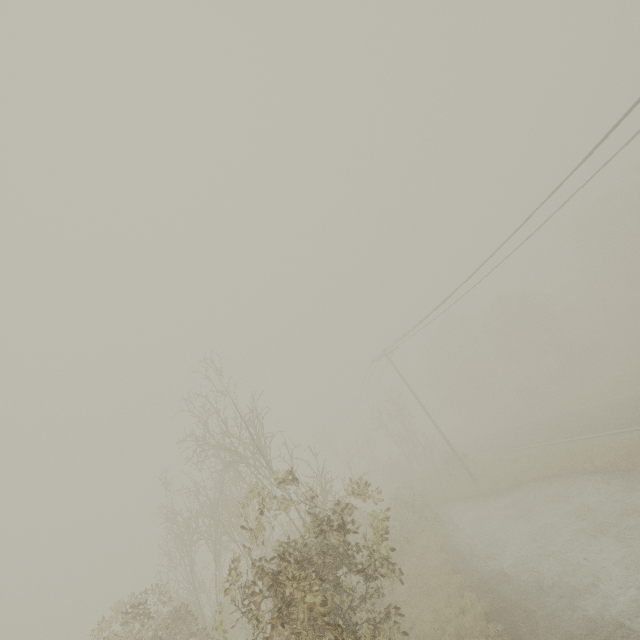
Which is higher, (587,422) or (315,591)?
(315,591)
